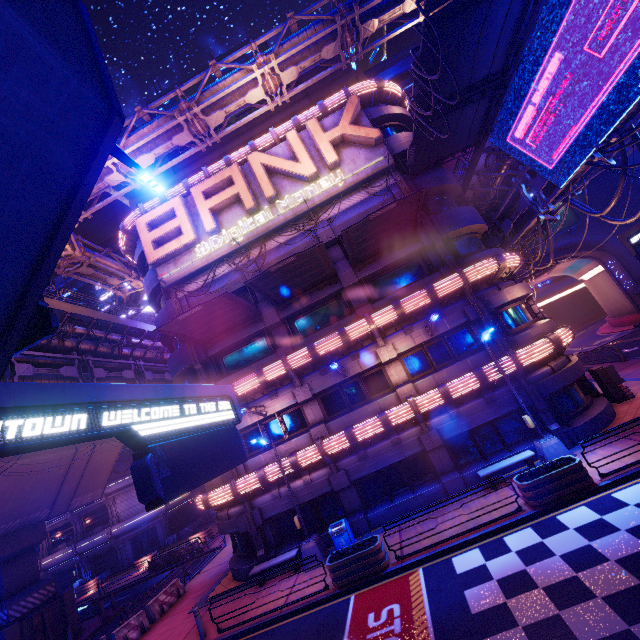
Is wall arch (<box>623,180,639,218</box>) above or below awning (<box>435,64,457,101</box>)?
below

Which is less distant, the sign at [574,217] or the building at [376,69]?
the sign at [574,217]

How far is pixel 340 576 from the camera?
11.8m

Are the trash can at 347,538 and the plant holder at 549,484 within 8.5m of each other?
yes

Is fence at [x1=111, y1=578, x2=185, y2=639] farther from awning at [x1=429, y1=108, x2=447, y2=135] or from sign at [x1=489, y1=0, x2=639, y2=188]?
sign at [x1=489, y1=0, x2=639, y2=188]

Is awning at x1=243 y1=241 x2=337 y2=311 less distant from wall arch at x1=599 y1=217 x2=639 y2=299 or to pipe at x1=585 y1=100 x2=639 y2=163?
pipe at x1=585 y1=100 x2=639 y2=163

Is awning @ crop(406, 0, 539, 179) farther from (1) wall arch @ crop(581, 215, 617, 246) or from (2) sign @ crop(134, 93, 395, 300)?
(1) wall arch @ crop(581, 215, 617, 246)

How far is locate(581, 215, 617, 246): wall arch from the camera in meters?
35.9 m
